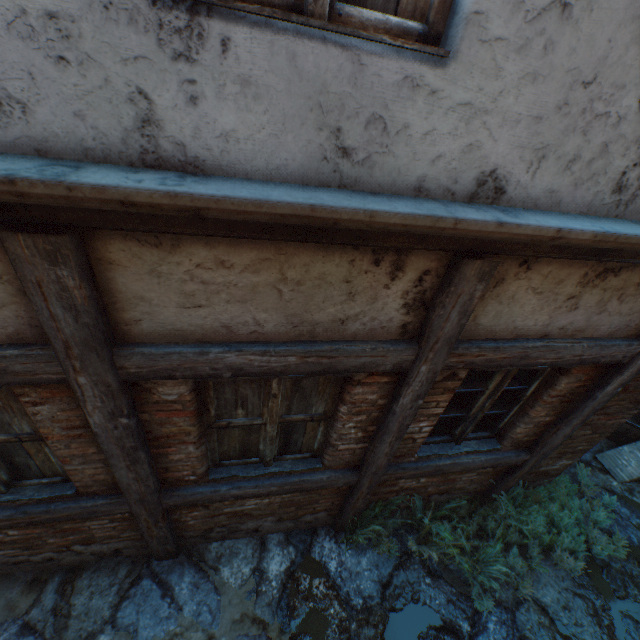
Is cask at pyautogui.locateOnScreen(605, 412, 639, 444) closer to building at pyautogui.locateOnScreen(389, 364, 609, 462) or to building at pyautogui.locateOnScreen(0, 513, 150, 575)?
building at pyautogui.locateOnScreen(389, 364, 609, 462)

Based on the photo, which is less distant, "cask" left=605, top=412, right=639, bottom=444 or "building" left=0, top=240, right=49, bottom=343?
"building" left=0, top=240, right=49, bottom=343

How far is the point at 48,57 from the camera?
1.0m

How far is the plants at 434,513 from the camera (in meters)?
3.55

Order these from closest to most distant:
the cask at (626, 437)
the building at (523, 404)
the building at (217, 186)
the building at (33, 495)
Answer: the building at (217, 186)
the building at (33, 495)
the building at (523, 404)
the cask at (626, 437)

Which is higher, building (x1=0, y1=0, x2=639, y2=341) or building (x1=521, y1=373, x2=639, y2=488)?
building (x1=0, y1=0, x2=639, y2=341)

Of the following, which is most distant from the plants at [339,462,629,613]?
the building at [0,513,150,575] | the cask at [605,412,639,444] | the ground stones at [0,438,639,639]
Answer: the building at [0,513,150,575]

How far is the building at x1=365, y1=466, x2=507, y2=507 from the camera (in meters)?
3.59
